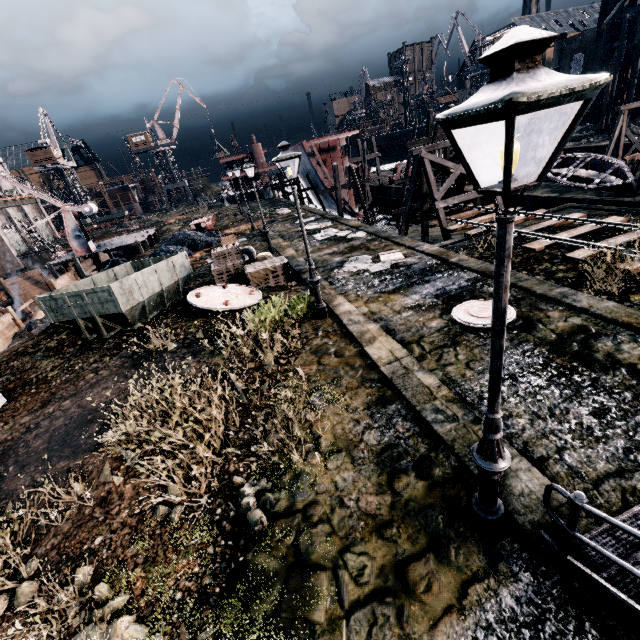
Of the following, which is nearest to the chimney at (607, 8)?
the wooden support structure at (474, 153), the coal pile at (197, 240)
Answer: the wooden support structure at (474, 153)

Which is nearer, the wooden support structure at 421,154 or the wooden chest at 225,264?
the wooden chest at 225,264

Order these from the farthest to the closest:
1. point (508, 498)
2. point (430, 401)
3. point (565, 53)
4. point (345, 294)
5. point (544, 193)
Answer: point (565, 53) → point (544, 193) → point (345, 294) → point (430, 401) → point (508, 498)

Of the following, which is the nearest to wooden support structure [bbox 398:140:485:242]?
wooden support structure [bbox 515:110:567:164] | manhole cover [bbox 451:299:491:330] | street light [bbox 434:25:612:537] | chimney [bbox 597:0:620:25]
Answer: manhole cover [bbox 451:299:491:330]

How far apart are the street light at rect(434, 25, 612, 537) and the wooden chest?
12.64m

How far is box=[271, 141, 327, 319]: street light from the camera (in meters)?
9.35

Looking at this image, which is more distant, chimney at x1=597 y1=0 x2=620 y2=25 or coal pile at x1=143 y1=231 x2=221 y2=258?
chimney at x1=597 y1=0 x2=620 y2=25

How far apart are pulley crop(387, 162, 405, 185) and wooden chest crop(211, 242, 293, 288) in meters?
30.8 m
